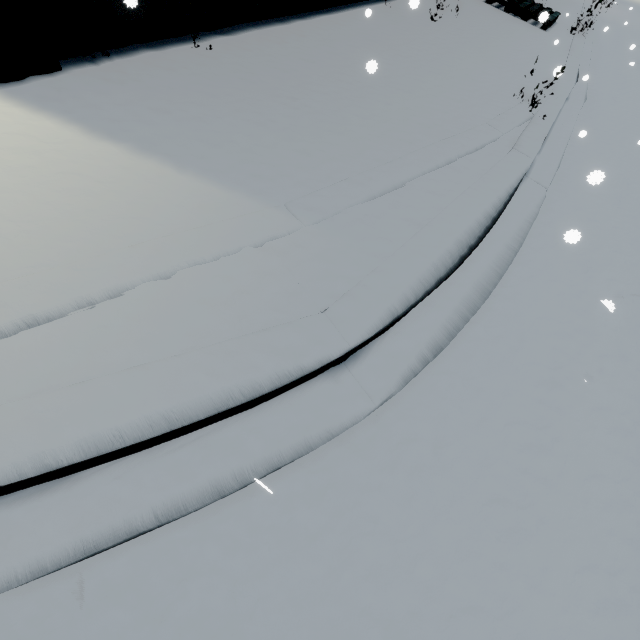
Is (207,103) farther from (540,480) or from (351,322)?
(540,480)

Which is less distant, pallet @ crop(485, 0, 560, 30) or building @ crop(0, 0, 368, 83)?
building @ crop(0, 0, 368, 83)

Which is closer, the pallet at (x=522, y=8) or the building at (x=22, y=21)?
the building at (x=22, y=21)
